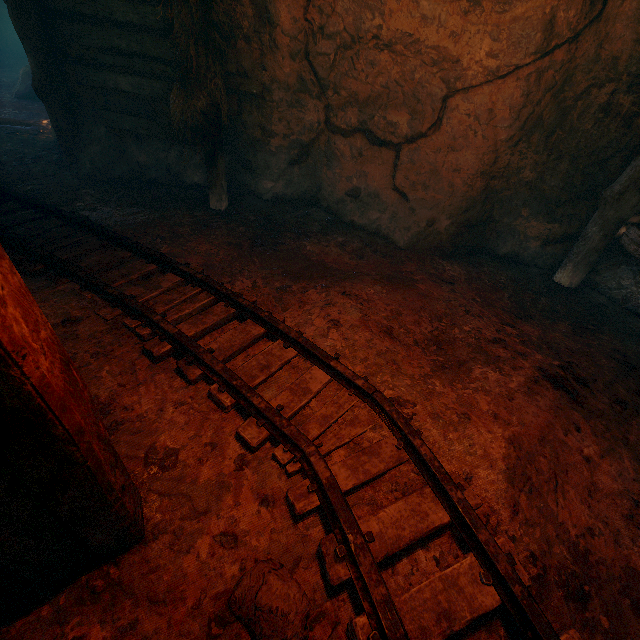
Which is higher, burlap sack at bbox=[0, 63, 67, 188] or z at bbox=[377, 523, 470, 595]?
burlap sack at bbox=[0, 63, 67, 188]

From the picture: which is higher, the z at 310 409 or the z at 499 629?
the z at 310 409

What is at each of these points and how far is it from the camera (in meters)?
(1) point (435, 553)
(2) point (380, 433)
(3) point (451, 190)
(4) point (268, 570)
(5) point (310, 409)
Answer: (1) z, 1.97
(2) z, 2.40
(3) z, 4.52
(4) instancedfoliageactor, 1.68
(5) z, 2.55

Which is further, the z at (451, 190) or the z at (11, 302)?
the z at (451, 190)

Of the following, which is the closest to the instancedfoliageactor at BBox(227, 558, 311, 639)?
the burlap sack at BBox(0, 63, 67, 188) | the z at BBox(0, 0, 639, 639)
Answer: the z at BBox(0, 0, 639, 639)

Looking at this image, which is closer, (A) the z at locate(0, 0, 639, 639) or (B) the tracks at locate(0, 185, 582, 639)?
(B) the tracks at locate(0, 185, 582, 639)

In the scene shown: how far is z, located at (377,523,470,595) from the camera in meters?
1.9
